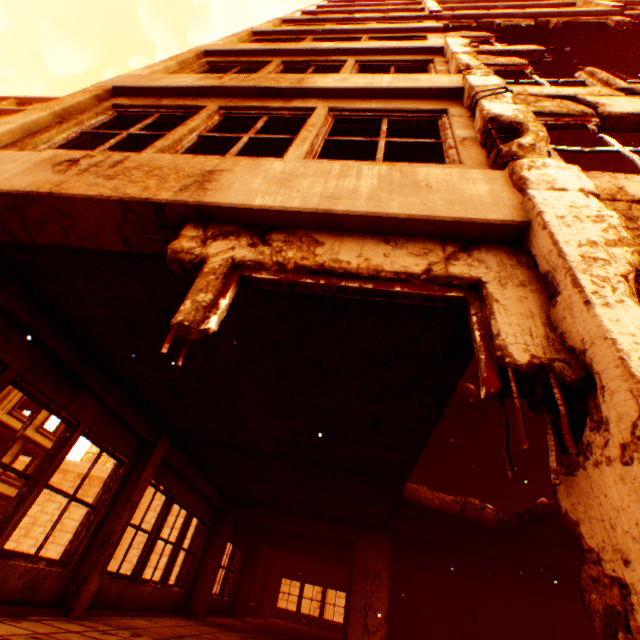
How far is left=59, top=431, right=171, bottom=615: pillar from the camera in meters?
4.6 m

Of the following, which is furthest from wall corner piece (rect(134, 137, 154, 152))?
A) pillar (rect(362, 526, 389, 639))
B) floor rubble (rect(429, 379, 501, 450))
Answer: pillar (rect(362, 526, 389, 639))

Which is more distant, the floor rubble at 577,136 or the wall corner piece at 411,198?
the floor rubble at 577,136

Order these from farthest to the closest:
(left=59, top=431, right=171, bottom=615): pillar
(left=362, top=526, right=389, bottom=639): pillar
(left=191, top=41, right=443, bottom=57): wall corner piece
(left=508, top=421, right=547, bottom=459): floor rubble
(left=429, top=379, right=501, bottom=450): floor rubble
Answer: (left=508, top=421, right=547, bottom=459): floor rubble → (left=429, top=379, right=501, bottom=450): floor rubble → (left=362, top=526, right=389, bottom=639): pillar → (left=191, top=41, right=443, bottom=57): wall corner piece → (left=59, top=431, right=171, bottom=615): pillar

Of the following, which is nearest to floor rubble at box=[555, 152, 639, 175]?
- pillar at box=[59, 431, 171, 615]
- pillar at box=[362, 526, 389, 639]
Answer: pillar at box=[362, 526, 389, 639]

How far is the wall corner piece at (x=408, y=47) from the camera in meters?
5.8

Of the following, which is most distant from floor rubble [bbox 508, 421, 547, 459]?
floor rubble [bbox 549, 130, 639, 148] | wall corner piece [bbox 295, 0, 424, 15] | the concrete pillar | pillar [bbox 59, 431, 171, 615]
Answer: the concrete pillar

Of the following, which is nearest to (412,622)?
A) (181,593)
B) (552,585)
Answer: (552,585)
